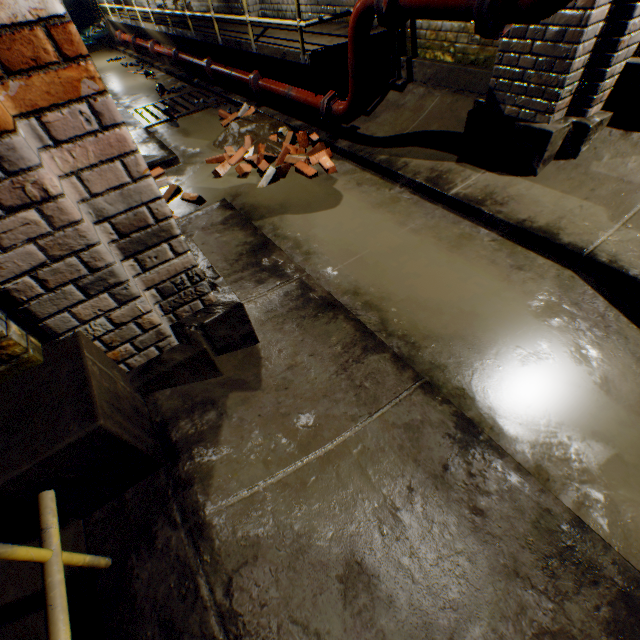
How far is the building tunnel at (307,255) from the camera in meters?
2.9 m

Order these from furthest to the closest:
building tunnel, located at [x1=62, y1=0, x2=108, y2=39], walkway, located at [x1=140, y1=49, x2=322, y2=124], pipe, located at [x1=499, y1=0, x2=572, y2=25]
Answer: building tunnel, located at [x1=62, y1=0, x2=108, y2=39] → walkway, located at [x1=140, y1=49, x2=322, y2=124] → pipe, located at [x1=499, y1=0, x2=572, y2=25]

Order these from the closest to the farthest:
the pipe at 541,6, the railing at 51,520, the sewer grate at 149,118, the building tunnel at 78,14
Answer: the railing at 51,520 → the pipe at 541,6 → the sewer grate at 149,118 → the building tunnel at 78,14

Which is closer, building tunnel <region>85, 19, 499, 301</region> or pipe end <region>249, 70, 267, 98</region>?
building tunnel <region>85, 19, 499, 301</region>

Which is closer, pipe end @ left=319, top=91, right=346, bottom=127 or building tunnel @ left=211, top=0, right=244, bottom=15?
pipe end @ left=319, top=91, right=346, bottom=127

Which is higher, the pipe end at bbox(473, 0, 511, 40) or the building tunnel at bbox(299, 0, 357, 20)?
the pipe end at bbox(473, 0, 511, 40)

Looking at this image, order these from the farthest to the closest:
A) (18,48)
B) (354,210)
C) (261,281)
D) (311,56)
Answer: (311,56), (354,210), (261,281), (18,48)

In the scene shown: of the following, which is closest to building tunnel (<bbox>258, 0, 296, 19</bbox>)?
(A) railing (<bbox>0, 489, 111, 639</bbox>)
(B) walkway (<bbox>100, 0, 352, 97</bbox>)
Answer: (B) walkway (<bbox>100, 0, 352, 97</bbox>)
